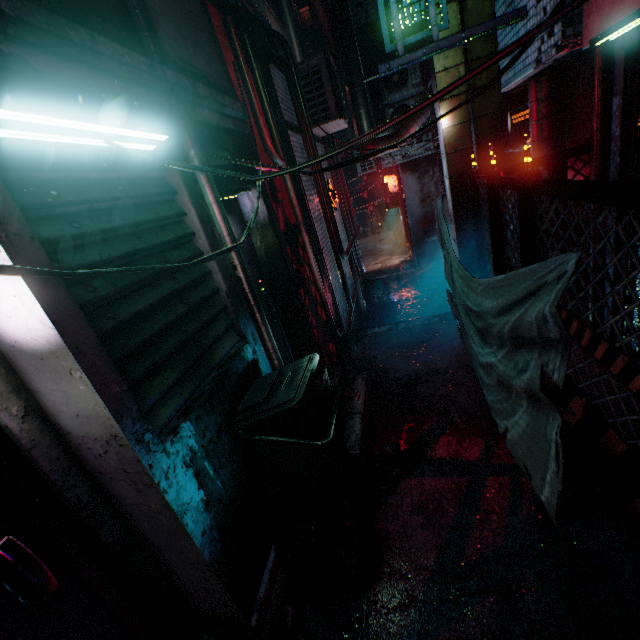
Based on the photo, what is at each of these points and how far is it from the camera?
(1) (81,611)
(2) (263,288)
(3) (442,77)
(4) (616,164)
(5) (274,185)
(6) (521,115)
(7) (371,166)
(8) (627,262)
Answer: (1) door, 1.3m
(2) door, 3.2m
(3) air duct, 3.4m
(4) storefront, 2.4m
(5) mailbox, 3.2m
(6) storefront, 4.8m
(7) air conditioner, 8.6m
(8) storefront, 2.6m

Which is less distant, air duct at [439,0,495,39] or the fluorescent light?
the fluorescent light

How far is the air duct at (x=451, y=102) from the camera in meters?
3.4

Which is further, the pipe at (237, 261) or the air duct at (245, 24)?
the air duct at (245, 24)

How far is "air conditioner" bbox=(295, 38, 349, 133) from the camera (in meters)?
4.83

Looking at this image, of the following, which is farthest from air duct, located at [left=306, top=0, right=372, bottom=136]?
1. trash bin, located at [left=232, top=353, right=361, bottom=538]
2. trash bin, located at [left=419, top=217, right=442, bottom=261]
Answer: trash bin, located at [left=232, top=353, right=361, bottom=538]

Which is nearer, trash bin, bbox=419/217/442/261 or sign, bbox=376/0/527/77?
sign, bbox=376/0/527/77

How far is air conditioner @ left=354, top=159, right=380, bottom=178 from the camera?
8.4 meters
